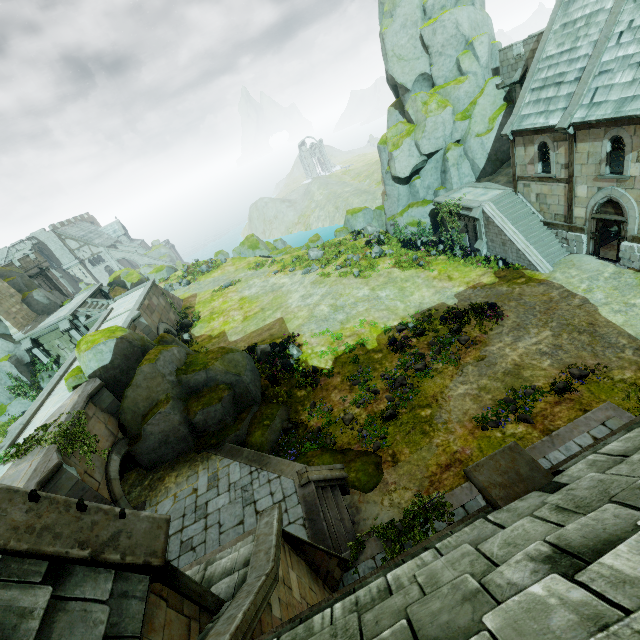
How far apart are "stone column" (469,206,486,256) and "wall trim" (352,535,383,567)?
20.01m

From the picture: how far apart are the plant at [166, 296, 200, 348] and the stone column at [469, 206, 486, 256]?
25.4 meters

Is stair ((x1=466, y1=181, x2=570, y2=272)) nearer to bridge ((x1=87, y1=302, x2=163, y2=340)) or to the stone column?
the stone column

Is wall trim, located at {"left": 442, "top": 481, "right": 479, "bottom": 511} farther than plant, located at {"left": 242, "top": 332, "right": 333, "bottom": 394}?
No

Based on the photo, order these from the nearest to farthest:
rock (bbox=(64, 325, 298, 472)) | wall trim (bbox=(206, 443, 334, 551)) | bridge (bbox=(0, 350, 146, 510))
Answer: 1. wall trim (bbox=(206, 443, 334, 551))
2. bridge (bbox=(0, 350, 146, 510))
3. rock (bbox=(64, 325, 298, 472))

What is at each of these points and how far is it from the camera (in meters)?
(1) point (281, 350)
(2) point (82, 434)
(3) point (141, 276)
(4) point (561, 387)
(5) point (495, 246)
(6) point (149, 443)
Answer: (1) plant, 20.67
(2) plant, 14.36
(3) rock, 50.44
(4) flower, 13.05
(5) stair, 22.50
(6) rock, 16.62

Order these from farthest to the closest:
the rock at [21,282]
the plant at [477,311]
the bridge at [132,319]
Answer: the rock at [21,282], the bridge at [132,319], the plant at [477,311]

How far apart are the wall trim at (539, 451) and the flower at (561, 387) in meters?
1.2 m
